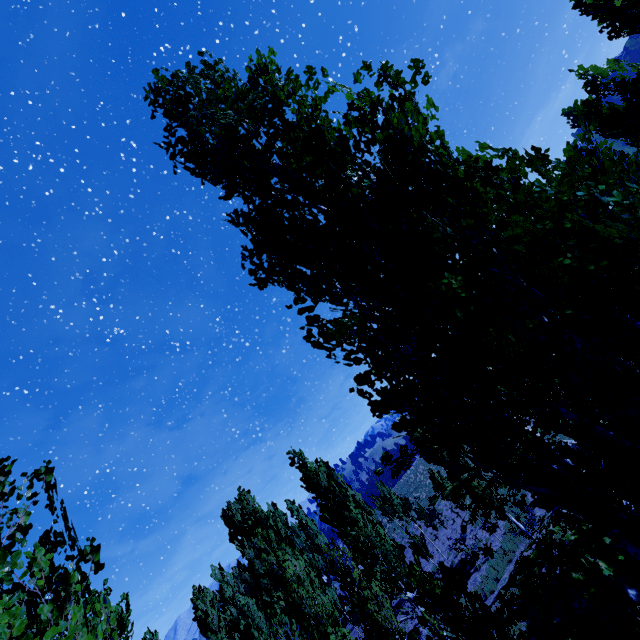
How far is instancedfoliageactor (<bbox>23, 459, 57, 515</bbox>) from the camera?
2.01m

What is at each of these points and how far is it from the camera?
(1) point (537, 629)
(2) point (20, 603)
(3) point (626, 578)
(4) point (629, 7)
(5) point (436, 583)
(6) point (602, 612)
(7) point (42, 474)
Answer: (1) rock, 10.9m
(2) instancedfoliageactor, 1.8m
(3) rock, 10.4m
(4) instancedfoliageactor, 8.0m
(5) instancedfoliageactor, 4.4m
(6) rock, 9.8m
(7) instancedfoliageactor, 2.1m

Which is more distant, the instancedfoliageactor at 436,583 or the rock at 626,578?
the rock at 626,578

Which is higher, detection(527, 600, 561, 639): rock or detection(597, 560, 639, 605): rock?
detection(527, 600, 561, 639): rock

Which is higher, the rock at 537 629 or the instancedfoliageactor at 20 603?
the instancedfoliageactor at 20 603

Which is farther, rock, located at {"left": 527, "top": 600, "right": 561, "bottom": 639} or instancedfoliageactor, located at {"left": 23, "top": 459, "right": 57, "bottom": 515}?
rock, located at {"left": 527, "top": 600, "right": 561, "bottom": 639}

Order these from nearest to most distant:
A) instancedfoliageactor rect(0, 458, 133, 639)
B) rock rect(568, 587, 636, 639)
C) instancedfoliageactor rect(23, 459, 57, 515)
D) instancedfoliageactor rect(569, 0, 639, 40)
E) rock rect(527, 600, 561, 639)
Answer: instancedfoliageactor rect(0, 458, 133, 639) → instancedfoliageactor rect(23, 459, 57, 515) → instancedfoliageactor rect(569, 0, 639, 40) → rock rect(568, 587, 636, 639) → rock rect(527, 600, 561, 639)
